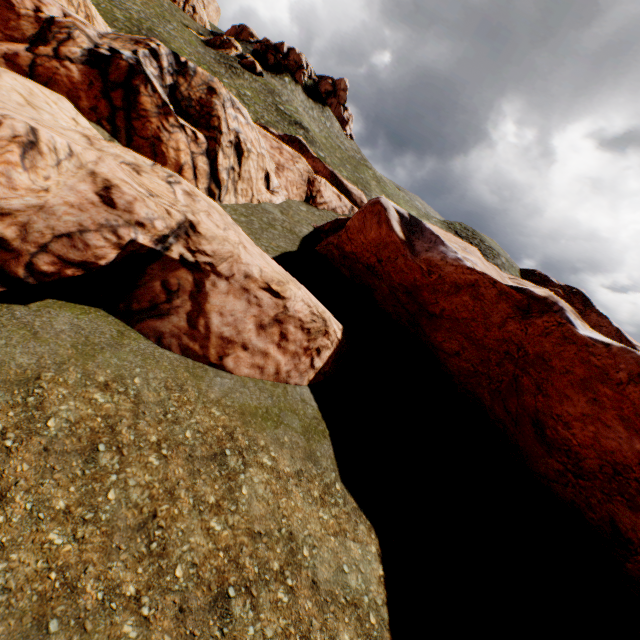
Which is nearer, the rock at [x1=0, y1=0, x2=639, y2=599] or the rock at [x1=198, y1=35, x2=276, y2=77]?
the rock at [x1=0, y1=0, x2=639, y2=599]

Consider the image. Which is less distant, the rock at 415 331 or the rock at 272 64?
the rock at 415 331

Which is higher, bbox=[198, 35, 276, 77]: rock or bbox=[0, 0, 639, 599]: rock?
bbox=[198, 35, 276, 77]: rock

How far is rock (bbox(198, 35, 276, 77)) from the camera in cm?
5325

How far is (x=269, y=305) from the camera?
12.2 meters

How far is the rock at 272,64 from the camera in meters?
53.2
